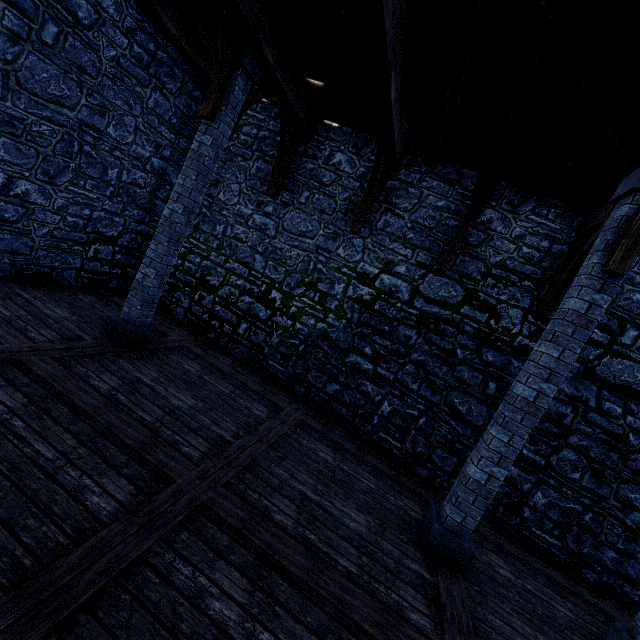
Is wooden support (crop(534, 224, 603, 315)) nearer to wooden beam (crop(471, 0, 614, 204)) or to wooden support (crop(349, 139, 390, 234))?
wooden beam (crop(471, 0, 614, 204))

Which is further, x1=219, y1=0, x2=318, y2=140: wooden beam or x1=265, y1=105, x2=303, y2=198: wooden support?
x1=265, y1=105, x2=303, y2=198: wooden support

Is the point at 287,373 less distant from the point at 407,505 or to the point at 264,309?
the point at 264,309

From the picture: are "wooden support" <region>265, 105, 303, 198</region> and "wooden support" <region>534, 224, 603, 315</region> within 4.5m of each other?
no

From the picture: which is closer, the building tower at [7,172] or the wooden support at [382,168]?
the building tower at [7,172]

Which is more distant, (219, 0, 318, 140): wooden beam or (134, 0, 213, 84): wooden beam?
(134, 0, 213, 84): wooden beam

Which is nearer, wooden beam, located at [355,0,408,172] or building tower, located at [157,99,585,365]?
Answer: wooden beam, located at [355,0,408,172]

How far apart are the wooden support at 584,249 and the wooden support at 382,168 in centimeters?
379cm
